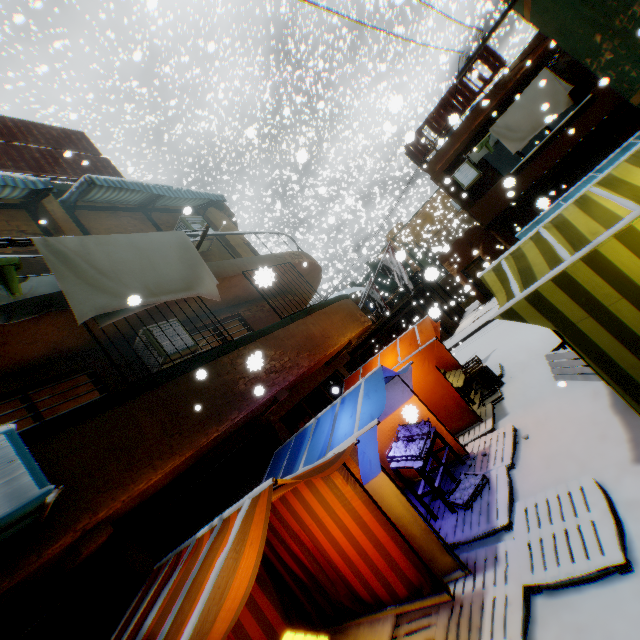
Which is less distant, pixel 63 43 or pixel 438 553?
pixel 438 553

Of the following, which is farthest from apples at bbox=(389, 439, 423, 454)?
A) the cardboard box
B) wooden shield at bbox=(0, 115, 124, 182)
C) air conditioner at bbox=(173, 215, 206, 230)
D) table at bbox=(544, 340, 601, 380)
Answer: air conditioner at bbox=(173, 215, 206, 230)

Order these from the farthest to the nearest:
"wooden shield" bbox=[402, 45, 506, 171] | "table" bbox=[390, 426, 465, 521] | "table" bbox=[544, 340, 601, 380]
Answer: "wooden shield" bbox=[402, 45, 506, 171]
"table" bbox=[544, 340, 601, 380]
"table" bbox=[390, 426, 465, 521]

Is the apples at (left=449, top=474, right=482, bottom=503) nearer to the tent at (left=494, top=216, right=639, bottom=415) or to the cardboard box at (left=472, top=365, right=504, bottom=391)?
the tent at (left=494, top=216, right=639, bottom=415)

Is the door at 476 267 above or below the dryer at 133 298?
below

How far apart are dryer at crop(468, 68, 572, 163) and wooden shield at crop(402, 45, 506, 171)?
0.48m

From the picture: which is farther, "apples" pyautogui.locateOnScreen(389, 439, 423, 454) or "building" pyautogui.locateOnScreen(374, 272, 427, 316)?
"building" pyautogui.locateOnScreen(374, 272, 427, 316)

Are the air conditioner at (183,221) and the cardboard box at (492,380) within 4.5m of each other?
no
